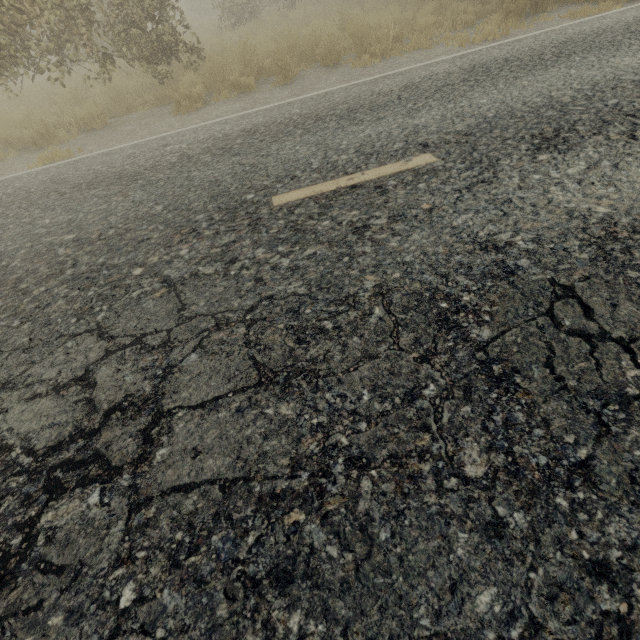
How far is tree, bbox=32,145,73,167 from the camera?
5.7m

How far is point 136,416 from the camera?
1.65m

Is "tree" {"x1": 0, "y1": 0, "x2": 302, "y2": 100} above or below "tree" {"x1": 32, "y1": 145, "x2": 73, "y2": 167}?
above

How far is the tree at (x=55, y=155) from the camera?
5.7 meters

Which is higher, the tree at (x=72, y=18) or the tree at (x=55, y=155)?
the tree at (x=72, y=18)
